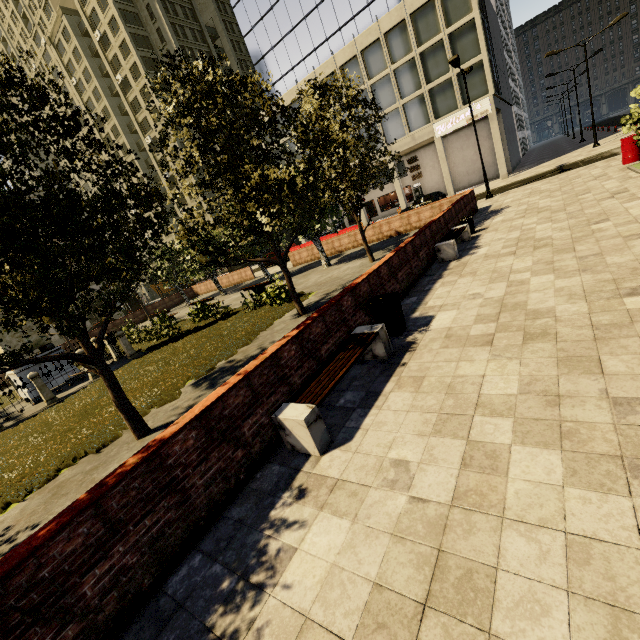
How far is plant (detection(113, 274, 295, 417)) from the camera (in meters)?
9.02

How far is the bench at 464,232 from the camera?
10.4m

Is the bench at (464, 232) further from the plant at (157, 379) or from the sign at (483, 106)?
the sign at (483, 106)

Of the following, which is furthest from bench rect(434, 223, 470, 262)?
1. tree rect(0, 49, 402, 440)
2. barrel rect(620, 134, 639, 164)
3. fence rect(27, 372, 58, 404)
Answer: fence rect(27, 372, 58, 404)

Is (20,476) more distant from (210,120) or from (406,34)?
(406,34)

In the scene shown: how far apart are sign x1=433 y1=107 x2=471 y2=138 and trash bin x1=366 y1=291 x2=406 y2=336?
30.2 meters

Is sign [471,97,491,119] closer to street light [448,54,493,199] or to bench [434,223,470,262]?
street light [448,54,493,199]

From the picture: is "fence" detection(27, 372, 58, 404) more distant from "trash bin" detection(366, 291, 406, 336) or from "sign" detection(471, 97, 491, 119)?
"sign" detection(471, 97, 491, 119)
